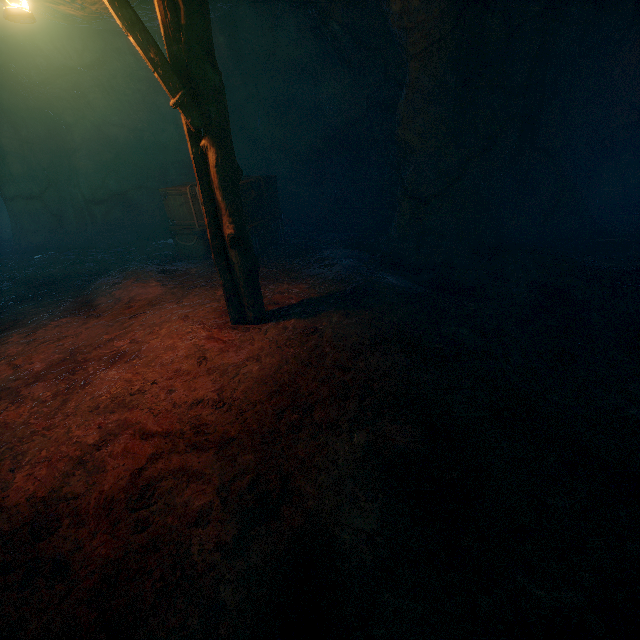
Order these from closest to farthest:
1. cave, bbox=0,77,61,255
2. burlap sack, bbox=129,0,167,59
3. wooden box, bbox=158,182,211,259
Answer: burlap sack, bbox=129,0,167,59 → wooden box, bbox=158,182,211,259 → cave, bbox=0,77,61,255

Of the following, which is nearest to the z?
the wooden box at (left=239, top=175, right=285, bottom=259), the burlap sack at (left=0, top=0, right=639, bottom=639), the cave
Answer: the burlap sack at (left=0, top=0, right=639, bottom=639)

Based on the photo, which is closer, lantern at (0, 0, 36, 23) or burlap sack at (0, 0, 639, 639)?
burlap sack at (0, 0, 639, 639)

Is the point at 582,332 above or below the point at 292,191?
below

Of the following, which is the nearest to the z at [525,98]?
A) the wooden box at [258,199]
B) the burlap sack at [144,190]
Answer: the burlap sack at [144,190]

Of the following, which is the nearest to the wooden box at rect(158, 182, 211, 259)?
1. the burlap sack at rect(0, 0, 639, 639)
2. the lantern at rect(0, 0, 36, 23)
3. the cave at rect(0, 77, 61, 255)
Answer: the burlap sack at rect(0, 0, 639, 639)

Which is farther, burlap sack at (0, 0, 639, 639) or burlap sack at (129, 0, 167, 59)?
burlap sack at (129, 0, 167, 59)

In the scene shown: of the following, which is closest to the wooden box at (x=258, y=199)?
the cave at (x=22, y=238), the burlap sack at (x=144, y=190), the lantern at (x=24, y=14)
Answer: the burlap sack at (x=144, y=190)
